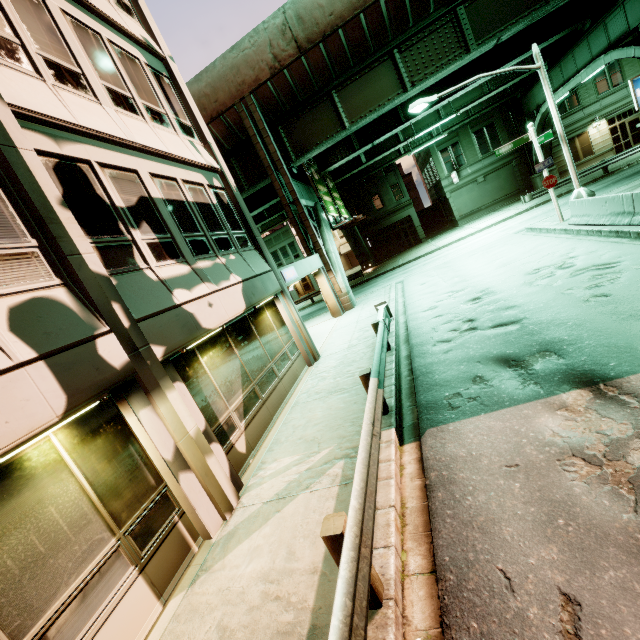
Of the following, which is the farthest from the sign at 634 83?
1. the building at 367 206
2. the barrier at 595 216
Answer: the building at 367 206

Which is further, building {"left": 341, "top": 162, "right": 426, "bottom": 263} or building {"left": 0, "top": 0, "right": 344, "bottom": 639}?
building {"left": 341, "top": 162, "right": 426, "bottom": 263}

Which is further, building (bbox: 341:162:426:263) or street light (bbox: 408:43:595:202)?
building (bbox: 341:162:426:263)

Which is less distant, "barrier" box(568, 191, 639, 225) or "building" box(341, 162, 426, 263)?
"barrier" box(568, 191, 639, 225)

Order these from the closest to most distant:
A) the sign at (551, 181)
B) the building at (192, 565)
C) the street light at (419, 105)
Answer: the building at (192, 565), the street light at (419, 105), the sign at (551, 181)

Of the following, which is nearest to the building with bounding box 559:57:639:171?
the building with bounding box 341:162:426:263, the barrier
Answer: the building with bounding box 341:162:426:263

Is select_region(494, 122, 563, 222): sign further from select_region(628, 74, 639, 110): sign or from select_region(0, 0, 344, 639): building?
select_region(0, 0, 344, 639): building

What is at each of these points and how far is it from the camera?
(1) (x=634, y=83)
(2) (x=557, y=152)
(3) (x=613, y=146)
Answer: (1) sign, 10.4m
(2) building, 31.5m
(3) building, 30.6m
